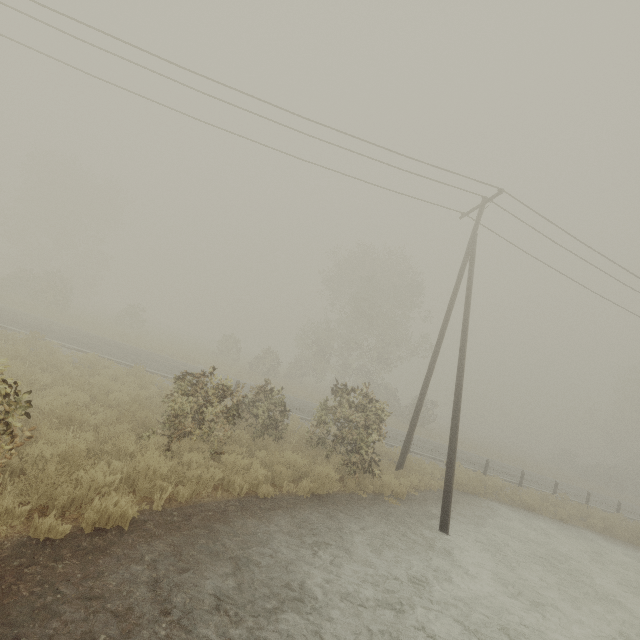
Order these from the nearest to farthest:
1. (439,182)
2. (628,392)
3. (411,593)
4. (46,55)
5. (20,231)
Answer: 1. (411,593)
2. (46,55)
3. (439,182)
4. (20,231)
5. (628,392)
